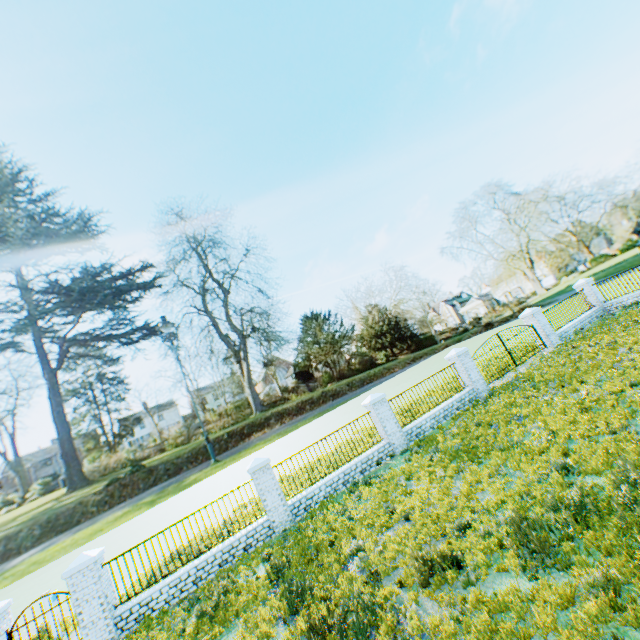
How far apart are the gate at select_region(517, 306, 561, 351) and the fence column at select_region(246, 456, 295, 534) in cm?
1538

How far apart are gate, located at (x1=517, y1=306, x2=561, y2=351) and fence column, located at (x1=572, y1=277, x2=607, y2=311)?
4.8 meters

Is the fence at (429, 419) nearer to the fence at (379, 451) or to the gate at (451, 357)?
the gate at (451, 357)

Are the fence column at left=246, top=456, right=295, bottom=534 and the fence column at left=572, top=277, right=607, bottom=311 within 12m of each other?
no

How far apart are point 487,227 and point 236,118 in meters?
48.2

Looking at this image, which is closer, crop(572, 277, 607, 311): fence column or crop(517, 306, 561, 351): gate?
crop(517, 306, 561, 351): gate

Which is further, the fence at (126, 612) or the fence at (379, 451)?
the fence at (379, 451)

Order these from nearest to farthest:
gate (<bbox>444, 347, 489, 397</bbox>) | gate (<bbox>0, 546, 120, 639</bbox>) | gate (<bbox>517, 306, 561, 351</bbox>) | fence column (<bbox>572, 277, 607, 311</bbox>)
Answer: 1. gate (<bbox>0, 546, 120, 639</bbox>)
2. gate (<bbox>444, 347, 489, 397</bbox>)
3. gate (<bbox>517, 306, 561, 351</bbox>)
4. fence column (<bbox>572, 277, 607, 311</bbox>)
